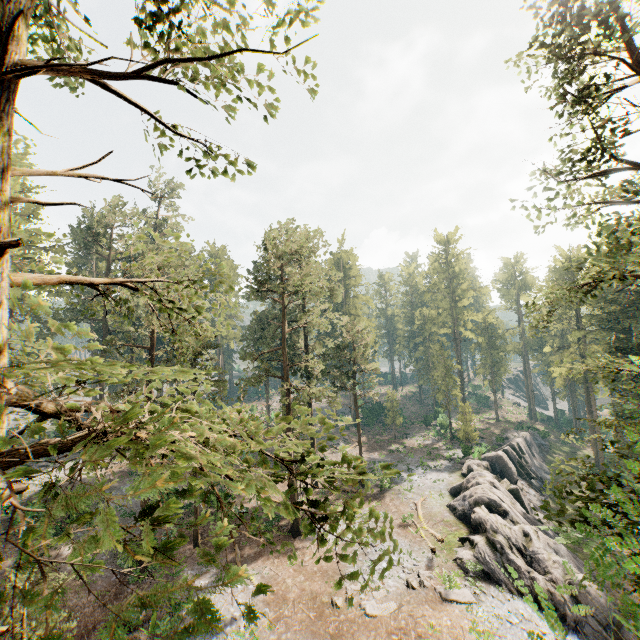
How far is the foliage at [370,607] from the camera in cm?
1802

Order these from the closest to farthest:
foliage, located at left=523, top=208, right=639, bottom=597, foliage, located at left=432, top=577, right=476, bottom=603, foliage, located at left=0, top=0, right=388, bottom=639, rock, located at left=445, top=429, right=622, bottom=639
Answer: foliage, located at left=0, top=0, right=388, bottom=639 → foliage, located at left=523, top=208, right=639, bottom=597 → foliage, located at left=432, top=577, right=476, bottom=603 → rock, located at left=445, top=429, right=622, bottom=639

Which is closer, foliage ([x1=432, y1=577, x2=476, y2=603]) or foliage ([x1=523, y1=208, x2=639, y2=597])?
foliage ([x1=523, y1=208, x2=639, y2=597])

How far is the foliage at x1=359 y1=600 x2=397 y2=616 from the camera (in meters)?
18.02

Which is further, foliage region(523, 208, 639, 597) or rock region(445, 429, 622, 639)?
rock region(445, 429, 622, 639)

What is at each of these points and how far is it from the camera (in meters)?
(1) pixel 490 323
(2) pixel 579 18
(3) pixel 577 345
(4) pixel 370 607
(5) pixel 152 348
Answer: (1) foliage, 59.09
(2) foliage, 9.51
(3) foliage, 41.03
(4) foliage, 18.48
(5) foliage, 25.86

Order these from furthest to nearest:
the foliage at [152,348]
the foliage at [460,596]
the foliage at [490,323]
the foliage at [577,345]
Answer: the foliage at [490,323] → the foliage at [460,596] → the foliage at [577,345] → the foliage at [152,348]
